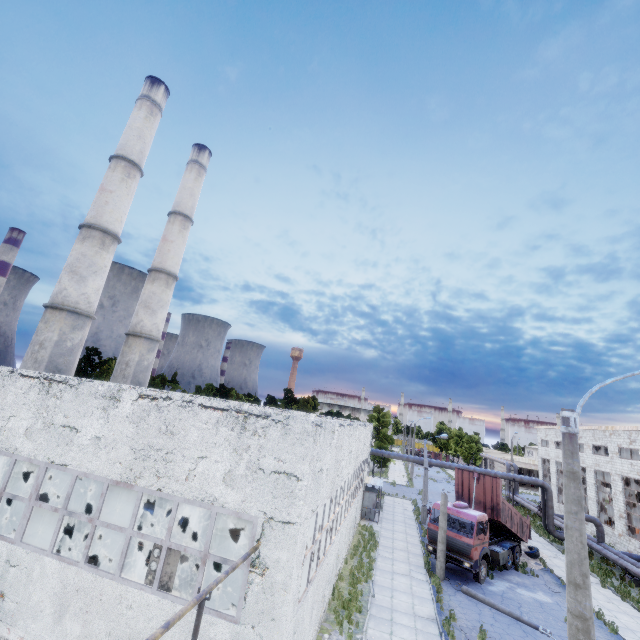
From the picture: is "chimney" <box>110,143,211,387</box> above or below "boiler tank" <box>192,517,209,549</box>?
above

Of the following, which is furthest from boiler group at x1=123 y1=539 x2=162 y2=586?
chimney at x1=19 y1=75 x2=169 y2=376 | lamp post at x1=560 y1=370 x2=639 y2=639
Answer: chimney at x1=19 y1=75 x2=169 y2=376

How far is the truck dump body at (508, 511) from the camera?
21.6 meters

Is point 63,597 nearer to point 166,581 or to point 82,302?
point 166,581

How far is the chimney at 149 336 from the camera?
27.06m

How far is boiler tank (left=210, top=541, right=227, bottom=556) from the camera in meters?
14.9 m

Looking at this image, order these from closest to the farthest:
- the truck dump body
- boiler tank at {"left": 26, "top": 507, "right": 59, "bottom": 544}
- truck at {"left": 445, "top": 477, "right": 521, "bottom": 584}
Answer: boiler tank at {"left": 26, "top": 507, "right": 59, "bottom": 544} → truck at {"left": 445, "top": 477, "right": 521, "bottom": 584} → the truck dump body

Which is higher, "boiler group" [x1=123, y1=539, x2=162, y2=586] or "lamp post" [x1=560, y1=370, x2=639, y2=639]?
"lamp post" [x1=560, y1=370, x2=639, y2=639]
